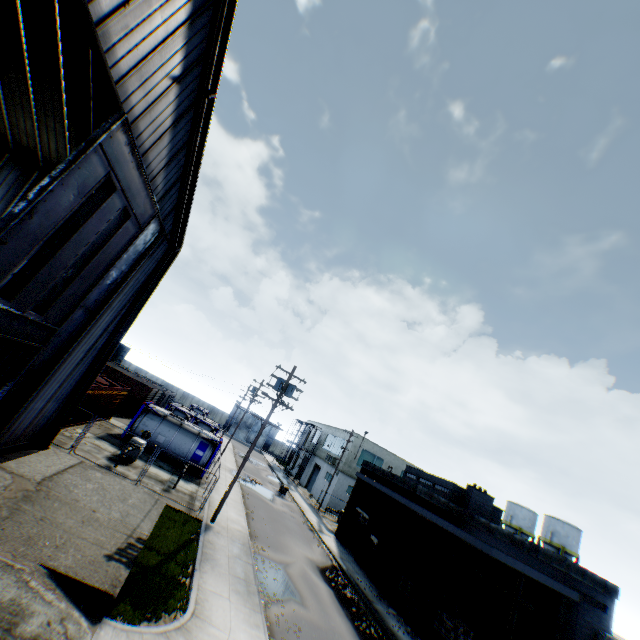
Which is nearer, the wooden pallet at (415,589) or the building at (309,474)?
the wooden pallet at (415,589)

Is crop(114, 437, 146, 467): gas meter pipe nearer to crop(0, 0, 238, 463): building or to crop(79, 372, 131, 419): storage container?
crop(79, 372, 131, 419): storage container

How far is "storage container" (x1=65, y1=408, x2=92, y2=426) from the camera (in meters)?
20.39

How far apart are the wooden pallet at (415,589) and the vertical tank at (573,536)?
32.2m

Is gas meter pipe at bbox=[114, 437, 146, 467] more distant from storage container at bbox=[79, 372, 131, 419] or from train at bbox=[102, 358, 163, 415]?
train at bbox=[102, 358, 163, 415]

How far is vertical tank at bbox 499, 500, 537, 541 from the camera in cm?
4659

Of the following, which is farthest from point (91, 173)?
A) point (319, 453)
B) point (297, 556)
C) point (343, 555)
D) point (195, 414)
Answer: point (319, 453)

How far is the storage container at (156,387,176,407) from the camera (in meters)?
42.97
